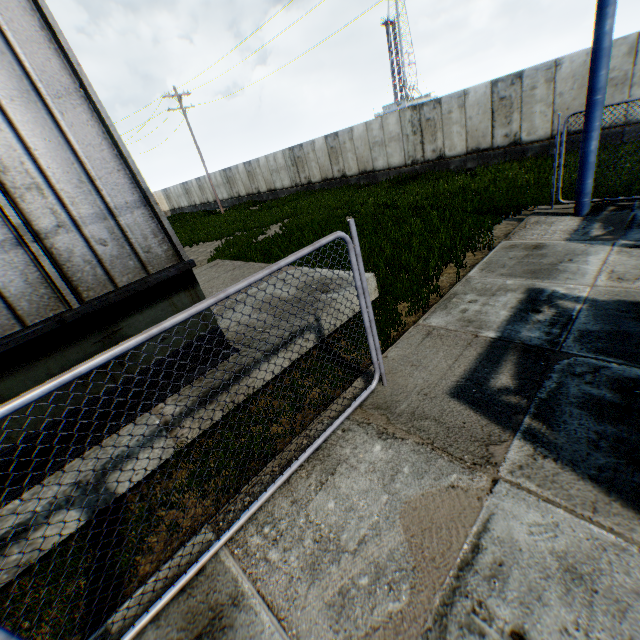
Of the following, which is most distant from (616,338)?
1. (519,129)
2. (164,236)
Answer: (519,129)

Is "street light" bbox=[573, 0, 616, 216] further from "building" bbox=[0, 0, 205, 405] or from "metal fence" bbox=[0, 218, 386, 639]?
"building" bbox=[0, 0, 205, 405]

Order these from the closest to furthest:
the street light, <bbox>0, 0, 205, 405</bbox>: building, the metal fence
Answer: the metal fence, <bbox>0, 0, 205, 405</bbox>: building, the street light

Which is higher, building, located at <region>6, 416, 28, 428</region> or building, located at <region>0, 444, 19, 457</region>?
building, located at <region>6, 416, 28, 428</region>

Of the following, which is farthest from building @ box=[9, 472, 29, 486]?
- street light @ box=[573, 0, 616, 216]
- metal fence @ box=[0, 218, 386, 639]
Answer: street light @ box=[573, 0, 616, 216]

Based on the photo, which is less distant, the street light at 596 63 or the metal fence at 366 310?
the metal fence at 366 310

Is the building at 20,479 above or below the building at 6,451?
below
